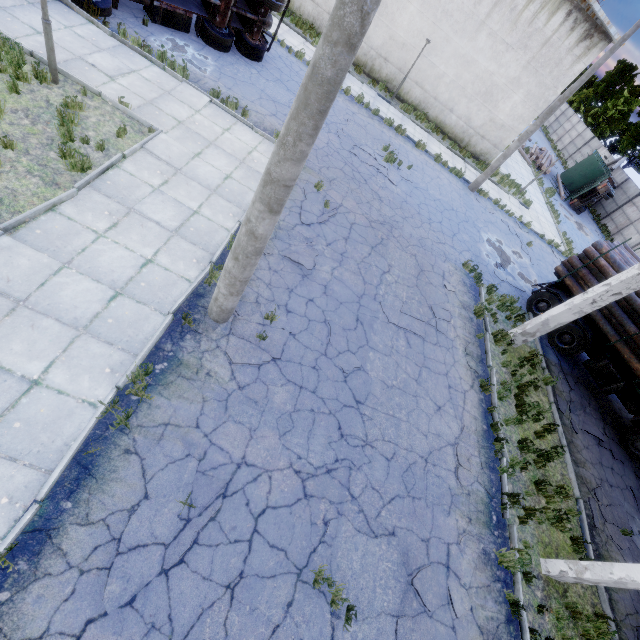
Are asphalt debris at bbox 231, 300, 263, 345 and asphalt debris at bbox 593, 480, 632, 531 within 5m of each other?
no

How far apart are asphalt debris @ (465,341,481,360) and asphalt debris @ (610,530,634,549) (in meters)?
4.62

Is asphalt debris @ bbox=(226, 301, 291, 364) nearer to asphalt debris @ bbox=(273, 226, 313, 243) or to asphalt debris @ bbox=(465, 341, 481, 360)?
asphalt debris @ bbox=(273, 226, 313, 243)

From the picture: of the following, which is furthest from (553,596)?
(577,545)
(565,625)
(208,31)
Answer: (208,31)

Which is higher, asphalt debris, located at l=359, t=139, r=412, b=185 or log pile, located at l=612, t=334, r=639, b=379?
log pile, located at l=612, t=334, r=639, b=379

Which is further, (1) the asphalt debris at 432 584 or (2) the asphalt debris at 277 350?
(2) the asphalt debris at 277 350

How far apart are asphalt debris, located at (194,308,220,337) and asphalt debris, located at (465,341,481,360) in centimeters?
768cm

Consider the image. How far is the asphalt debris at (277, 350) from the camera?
6.55m
